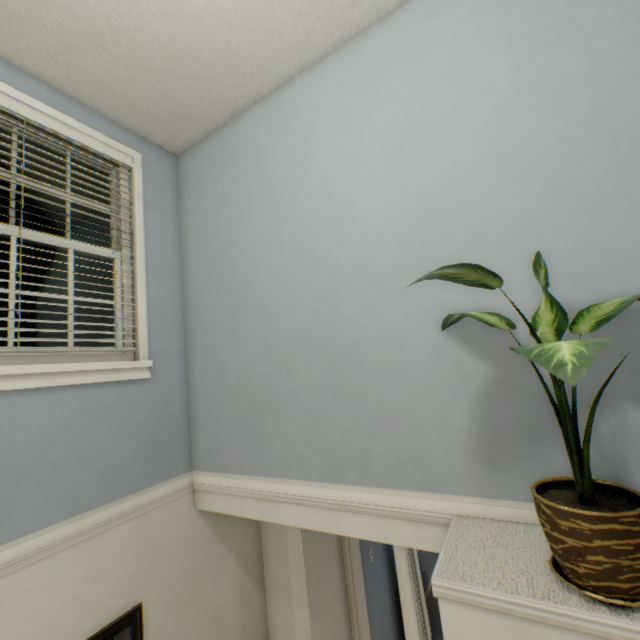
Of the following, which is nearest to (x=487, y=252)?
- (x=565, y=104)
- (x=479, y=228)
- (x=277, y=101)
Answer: (x=479, y=228)

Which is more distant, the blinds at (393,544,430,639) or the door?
the blinds at (393,544,430,639)

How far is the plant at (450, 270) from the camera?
1.0 meters

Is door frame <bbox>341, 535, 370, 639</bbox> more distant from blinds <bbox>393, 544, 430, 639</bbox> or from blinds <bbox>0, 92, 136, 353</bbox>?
blinds <bbox>0, 92, 136, 353</bbox>

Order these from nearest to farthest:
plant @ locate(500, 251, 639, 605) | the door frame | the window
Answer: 1. plant @ locate(500, 251, 639, 605)
2. the window
3. the door frame

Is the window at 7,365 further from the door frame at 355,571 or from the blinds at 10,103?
the door frame at 355,571

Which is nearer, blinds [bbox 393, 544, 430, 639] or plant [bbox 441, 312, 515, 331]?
plant [bbox 441, 312, 515, 331]

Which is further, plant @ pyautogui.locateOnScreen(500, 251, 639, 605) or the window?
the window
